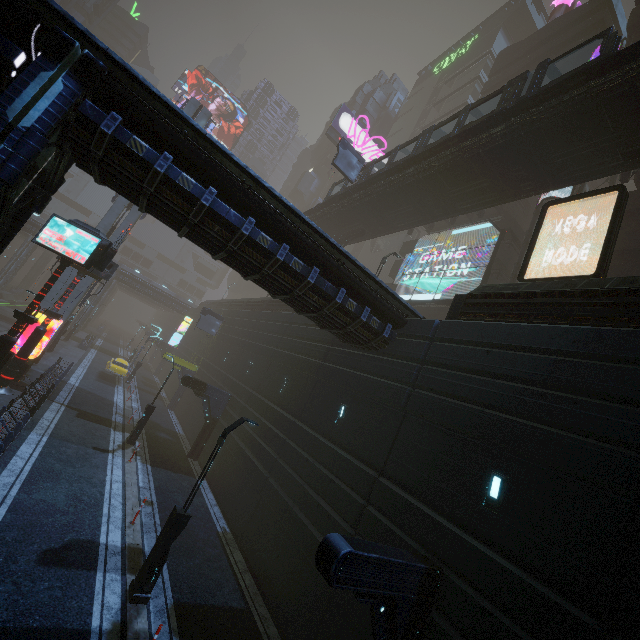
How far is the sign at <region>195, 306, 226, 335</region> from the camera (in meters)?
32.78

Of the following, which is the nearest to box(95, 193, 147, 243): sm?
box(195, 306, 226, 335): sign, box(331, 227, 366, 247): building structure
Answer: box(195, 306, 226, 335): sign

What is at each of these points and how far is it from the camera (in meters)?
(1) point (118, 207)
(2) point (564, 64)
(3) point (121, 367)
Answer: (1) sm, 27.61
(2) building, 30.92
(3) car, 31.47

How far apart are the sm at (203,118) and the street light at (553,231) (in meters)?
29.84

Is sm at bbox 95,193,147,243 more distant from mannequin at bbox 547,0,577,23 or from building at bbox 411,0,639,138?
mannequin at bbox 547,0,577,23

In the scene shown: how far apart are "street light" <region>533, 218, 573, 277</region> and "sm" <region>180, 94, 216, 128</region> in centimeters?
2984cm
